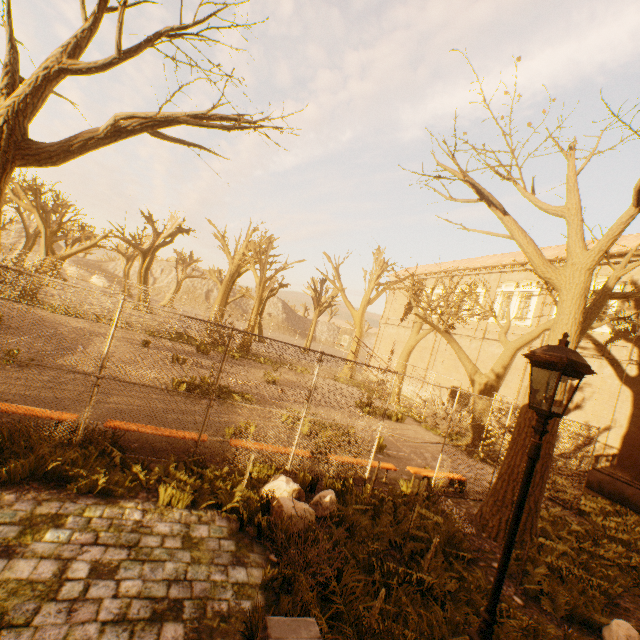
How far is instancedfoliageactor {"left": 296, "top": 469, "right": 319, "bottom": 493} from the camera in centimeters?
674cm

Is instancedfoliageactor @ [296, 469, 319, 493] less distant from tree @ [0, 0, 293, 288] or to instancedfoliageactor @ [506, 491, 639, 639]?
tree @ [0, 0, 293, 288]

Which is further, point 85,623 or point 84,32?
point 84,32

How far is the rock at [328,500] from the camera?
5.4m

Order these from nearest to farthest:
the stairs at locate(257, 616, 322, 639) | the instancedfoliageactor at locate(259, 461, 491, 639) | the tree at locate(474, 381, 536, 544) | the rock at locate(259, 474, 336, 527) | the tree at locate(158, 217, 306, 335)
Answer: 1. the stairs at locate(257, 616, 322, 639)
2. the instancedfoliageactor at locate(259, 461, 491, 639)
3. the rock at locate(259, 474, 336, 527)
4. the tree at locate(474, 381, 536, 544)
5. the tree at locate(158, 217, 306, 335)

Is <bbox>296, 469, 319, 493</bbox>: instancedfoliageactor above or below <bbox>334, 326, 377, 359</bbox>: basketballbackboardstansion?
below

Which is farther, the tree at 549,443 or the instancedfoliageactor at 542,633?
the tree at 549,443

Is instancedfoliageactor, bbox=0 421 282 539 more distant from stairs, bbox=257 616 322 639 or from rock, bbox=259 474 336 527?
stairs, bbox=257 616 322 639
